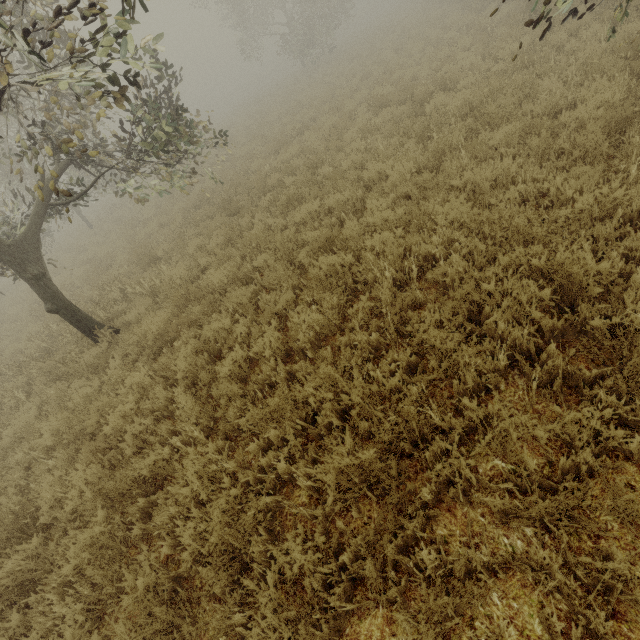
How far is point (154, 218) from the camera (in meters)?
13.53

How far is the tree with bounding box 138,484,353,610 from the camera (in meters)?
2.56

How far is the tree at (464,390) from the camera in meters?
2.6 m

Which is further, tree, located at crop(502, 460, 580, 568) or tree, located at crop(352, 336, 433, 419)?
tree, located at crop(352, 336, 433, 419)

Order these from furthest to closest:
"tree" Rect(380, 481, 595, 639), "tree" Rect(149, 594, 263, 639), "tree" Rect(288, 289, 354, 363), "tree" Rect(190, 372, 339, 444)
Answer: "tree" Rect(288, 289, 354, 363) < "tree" Rect(190, 372, 339, 444) < "tree" Rect(149, 594, 263, 639) < "tree" Rect(380, 481, 595, 639)

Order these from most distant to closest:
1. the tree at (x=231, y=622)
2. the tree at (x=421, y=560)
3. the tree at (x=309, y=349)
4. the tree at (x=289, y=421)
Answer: the tree at (x=309, y=349) → the tree at (x=289, y=421) → the tree at (x=231, y=622) → the tree at (x=421, y=560)
